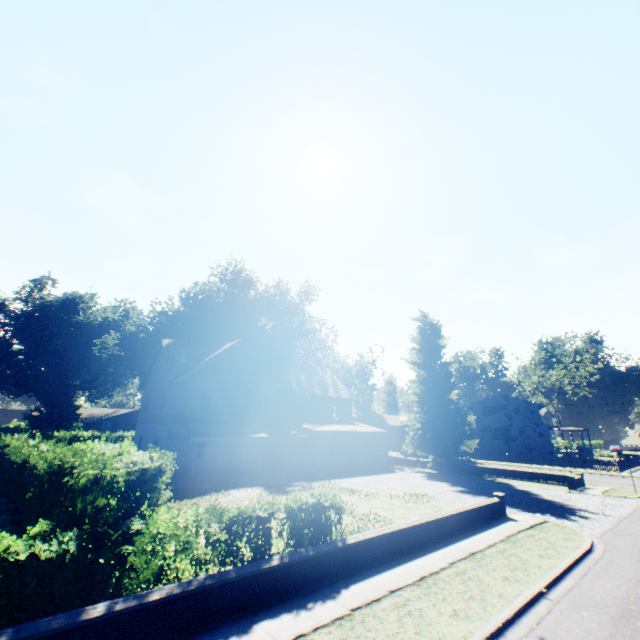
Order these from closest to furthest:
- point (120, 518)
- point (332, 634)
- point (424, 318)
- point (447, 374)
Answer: point (332, 634)
point (120, 518)
point (447, 374)
point (424, 318)

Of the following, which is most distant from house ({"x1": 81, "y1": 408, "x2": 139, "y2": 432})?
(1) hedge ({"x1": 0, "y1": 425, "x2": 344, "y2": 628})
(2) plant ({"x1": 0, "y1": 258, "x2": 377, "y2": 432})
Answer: (1) hedge ({"x1": 0, "y1": 425, "x2": 344, "y2": 628})

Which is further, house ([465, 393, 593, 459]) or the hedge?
house ([465, 393, 593, 459])

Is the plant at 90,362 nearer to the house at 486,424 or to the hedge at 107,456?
the house at 486,424

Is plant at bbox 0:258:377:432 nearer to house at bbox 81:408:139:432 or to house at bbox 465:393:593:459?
house at bbox 465:393:593:459

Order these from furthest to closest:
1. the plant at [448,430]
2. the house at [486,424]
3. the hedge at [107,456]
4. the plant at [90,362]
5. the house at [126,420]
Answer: the house at [126,420]
the house at [486,424]
the plant at [90,362]
the plant at [448,430]
the hedge at [107,456]

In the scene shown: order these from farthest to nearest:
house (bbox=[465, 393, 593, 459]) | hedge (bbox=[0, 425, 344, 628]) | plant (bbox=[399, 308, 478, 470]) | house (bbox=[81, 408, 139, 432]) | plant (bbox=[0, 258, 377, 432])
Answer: house (bbox=[81, 408, 139, 432]) → house (bbox=[465, 393, 593, 459]) → plant (bbox=[0, 258, 377, 432]) → plant (bbox=[399, 308, 478, 470]) → hedge (bbox=[0, 425, 344, 628])

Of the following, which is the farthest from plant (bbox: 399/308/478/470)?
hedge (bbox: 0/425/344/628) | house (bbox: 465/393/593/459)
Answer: hedge (bbox: 0/425/344/628)
